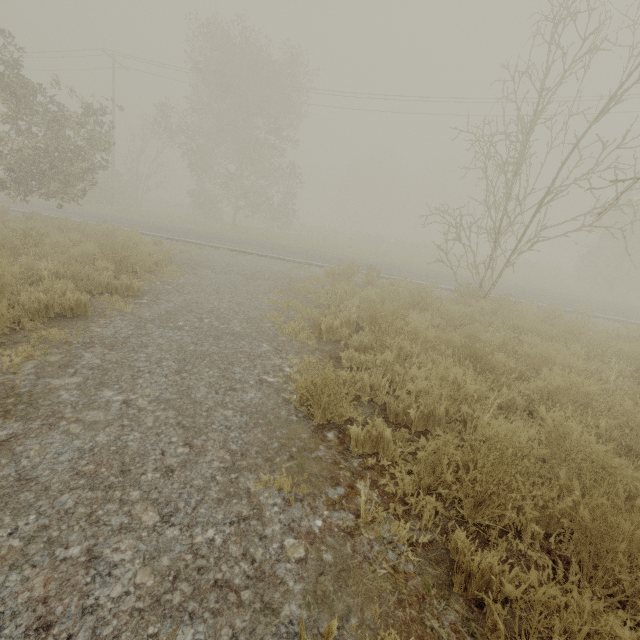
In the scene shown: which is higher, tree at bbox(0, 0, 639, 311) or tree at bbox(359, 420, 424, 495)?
tree at bbox(0, 0, 639, 311)

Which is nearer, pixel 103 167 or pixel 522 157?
pixel 522 157

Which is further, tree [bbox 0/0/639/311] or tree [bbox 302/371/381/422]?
tree [bbox 0/0/639/311]

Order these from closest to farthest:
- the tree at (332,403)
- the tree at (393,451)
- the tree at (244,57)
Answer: the tree at (393,451), the tree at (332,403), the tree at (244,57)

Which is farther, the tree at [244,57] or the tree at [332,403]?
the tree at [244,57]

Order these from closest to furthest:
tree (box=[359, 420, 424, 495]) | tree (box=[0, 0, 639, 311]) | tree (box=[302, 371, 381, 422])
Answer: tree (box=[359, 420, 424, 495])
tree (box=[302, 371, 381, 422])
tree (box=[0, 0, 639, 311])
